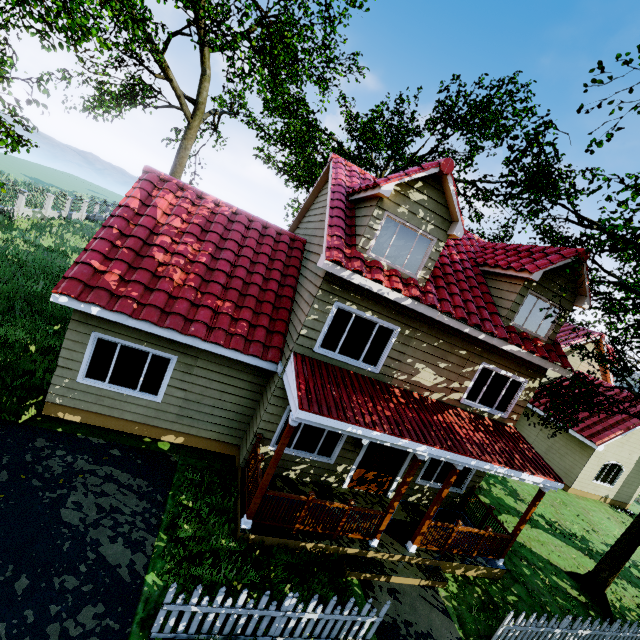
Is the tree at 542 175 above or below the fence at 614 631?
above

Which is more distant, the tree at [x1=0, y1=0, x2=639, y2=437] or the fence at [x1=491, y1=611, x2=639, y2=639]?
the tree at [x1=0, y1=0, x2=639, y2=437]

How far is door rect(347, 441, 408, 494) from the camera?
9.6m

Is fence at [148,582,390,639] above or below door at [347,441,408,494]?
below

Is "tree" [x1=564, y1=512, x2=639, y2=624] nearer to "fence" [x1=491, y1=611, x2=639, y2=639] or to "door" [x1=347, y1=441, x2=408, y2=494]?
"fence" [x1=491, y1=611, x2=639, y2=639]

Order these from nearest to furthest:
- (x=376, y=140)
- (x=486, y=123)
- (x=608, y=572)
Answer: (x=608, y=572)
(x=486, y=123)
(x=376, y=140)

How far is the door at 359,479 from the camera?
9.60m
